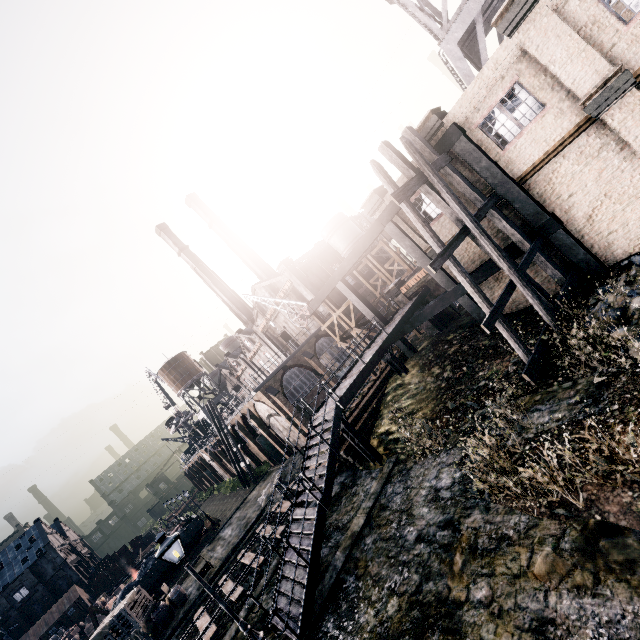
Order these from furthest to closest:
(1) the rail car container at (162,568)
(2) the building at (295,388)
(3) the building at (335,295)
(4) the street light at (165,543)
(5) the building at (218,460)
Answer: (5) the building at (218,460) → (3) the building at (335,295) → (1) the rail car container at (162,568) → (2) the building at (295,388) → (4) the street light at (165,543)

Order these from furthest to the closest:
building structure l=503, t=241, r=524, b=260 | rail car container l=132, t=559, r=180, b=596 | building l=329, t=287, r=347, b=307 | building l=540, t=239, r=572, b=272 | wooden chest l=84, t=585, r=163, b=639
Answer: building l=329, t=287, r=347, b=307, rail car container l=132, t=559, r=180, b=596, wooden chest l=84, t=585, r=163, b=639, building structure l=503, t=241, r=524, b=260, building l=540, t=239, r=572, b=272

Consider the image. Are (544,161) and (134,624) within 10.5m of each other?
no

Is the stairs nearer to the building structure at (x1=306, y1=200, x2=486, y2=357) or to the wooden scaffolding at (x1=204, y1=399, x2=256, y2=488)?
the building structure at (x1=306, y1=200, x2=486, y2=357)

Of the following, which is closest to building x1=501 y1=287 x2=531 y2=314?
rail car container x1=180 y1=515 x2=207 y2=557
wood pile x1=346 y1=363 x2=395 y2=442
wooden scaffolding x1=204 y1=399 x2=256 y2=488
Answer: wood pile x1=346 y1=363 x2=395 y2=442

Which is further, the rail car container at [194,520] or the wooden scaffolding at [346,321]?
the rail car container at [194,520]

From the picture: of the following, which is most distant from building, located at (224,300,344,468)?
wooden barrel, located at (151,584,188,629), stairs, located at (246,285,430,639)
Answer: wooden barrel, located at (151,584,188,629)

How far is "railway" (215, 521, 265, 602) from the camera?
18.42m
